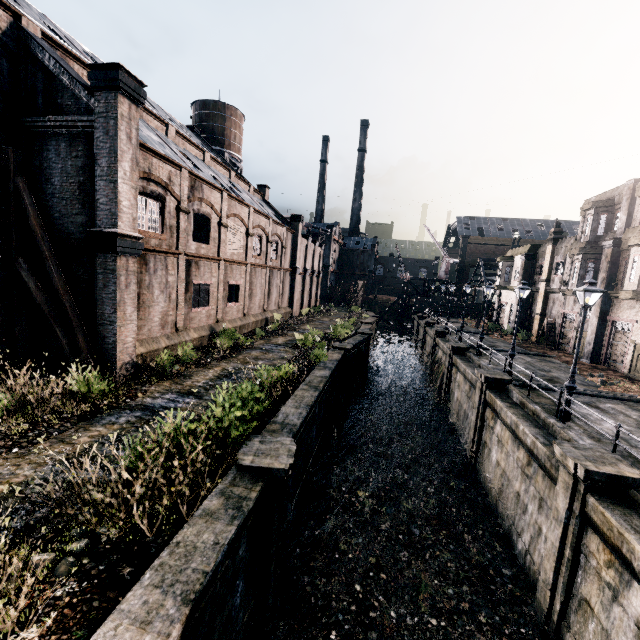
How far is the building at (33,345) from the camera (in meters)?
14.55

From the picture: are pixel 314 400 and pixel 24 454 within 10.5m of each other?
yes

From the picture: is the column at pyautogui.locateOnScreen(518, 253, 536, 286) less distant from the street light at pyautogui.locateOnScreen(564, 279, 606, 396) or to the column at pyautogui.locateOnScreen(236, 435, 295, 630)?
the street light at pyautogui.locateOnScreen(564, 279, 606, 396)

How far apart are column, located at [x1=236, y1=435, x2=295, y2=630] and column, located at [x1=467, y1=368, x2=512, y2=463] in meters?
12.5

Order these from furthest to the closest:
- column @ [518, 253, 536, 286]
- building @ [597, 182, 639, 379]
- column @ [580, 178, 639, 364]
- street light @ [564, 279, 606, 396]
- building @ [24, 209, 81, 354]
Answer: column @ [518, 253, 536, 286]
column @ [580, 178, 639, 364]
building @ [597, 182, 639, 379]
building @ [24, 209, 81, 354]
street light @ [564, 279, 606, 396]

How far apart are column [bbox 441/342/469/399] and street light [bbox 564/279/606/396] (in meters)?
12.64

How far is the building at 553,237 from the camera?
26.0 meters

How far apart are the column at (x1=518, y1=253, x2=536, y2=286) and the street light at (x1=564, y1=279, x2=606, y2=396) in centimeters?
2755cm
